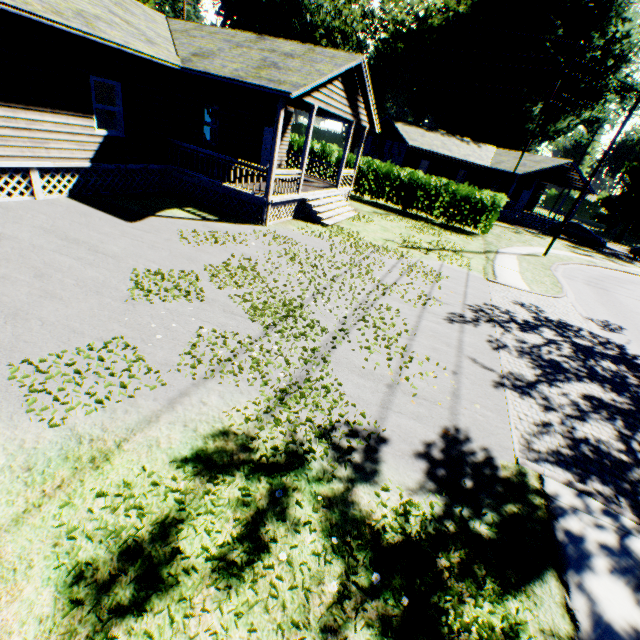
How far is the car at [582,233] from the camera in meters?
30.0 m

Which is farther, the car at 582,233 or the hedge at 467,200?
the car at 582,233

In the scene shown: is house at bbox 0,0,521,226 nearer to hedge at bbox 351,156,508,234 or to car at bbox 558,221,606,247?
hedge at bbox 351,156,508,234

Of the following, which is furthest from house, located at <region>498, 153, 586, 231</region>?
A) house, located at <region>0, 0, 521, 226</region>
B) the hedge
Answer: house, located at <region>0, 0, 521, 226</region>

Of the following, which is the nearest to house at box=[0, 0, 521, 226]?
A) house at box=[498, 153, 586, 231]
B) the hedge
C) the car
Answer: the hedge

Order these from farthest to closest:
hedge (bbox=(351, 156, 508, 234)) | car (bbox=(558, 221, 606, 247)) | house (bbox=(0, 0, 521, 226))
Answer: car (bbox=(558, 221, 606, 247)) < hedge (bbox=(351, 156, 508, 234)) < house (bbox=(0, 0, 521, 226))

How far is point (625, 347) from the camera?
10.3m
